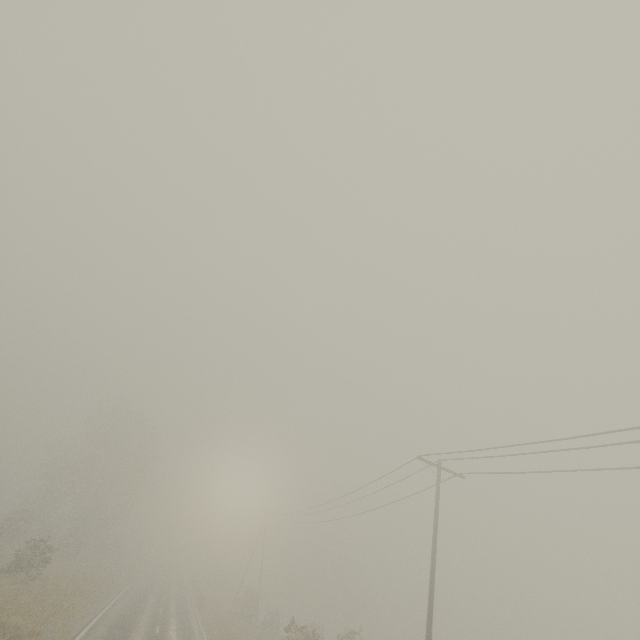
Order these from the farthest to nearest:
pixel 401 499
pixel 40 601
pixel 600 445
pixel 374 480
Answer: pixel 401 499, pixel 374 480, pixel 40 601, pixel 600 445
